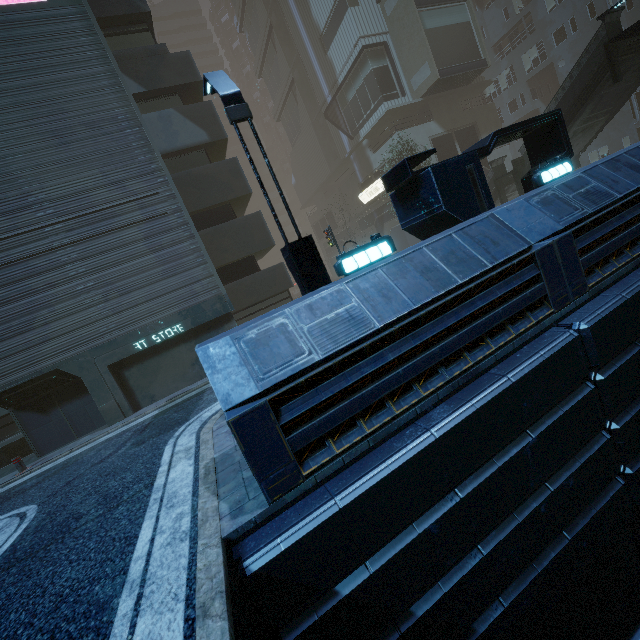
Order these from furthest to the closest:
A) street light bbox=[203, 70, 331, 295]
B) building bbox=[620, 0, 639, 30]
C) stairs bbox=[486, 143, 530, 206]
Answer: building bbox=[620, 0, 639, 30] < stairs bbox=[486, 143, 530, 206] < street light bbox=[203, 70, 331, 295]

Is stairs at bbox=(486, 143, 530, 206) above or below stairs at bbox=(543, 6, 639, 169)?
below

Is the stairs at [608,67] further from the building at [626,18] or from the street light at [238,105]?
the street light at [238,105]

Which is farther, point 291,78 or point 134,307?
point 291,78

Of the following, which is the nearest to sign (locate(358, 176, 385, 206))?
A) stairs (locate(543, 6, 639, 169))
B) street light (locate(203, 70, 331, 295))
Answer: stairs (locate(543, 6, 639, 169))

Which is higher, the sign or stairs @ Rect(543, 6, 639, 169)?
the sign

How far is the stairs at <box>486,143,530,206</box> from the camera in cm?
1845
